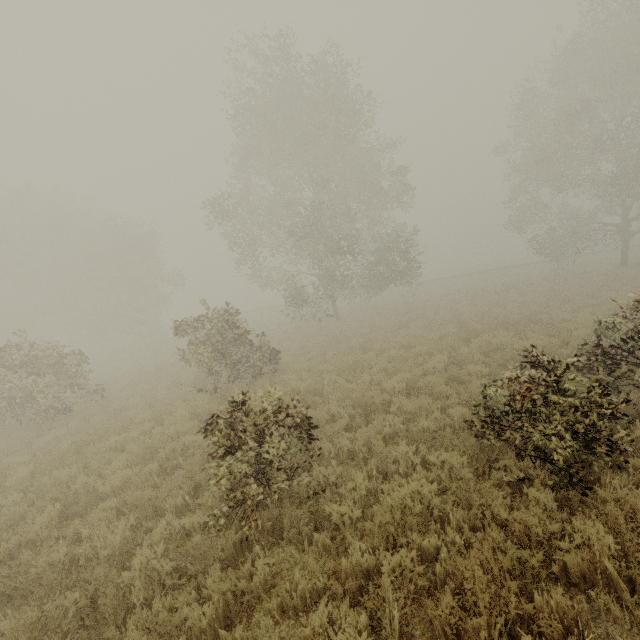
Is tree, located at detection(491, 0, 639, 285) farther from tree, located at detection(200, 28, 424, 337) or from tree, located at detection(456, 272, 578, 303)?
tree, located at detection(200, 28, 424, 337)

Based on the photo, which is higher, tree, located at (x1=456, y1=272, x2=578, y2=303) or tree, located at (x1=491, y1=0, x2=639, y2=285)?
tree, located at (x1=491, y1=0, x2=639, y2=285)

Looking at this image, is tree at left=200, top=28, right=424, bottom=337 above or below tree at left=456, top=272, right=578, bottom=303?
above

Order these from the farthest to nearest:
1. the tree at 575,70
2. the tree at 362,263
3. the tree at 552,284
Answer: the tree at 552,284 → the tree at 575,70 → the tree at 362,263

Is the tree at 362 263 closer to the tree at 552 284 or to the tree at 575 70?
the tree at 552 284

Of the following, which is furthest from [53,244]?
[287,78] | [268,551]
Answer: [268,551]

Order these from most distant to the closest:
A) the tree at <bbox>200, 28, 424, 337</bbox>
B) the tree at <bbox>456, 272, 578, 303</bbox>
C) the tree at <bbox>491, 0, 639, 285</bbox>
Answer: the tree at <bbox>456, 272, 578, 303</bbox> → the tree at <bbox>491, 0, 639, 285</bbox> → the tree at <bbox>200, 28, 424, 337</bbox>
